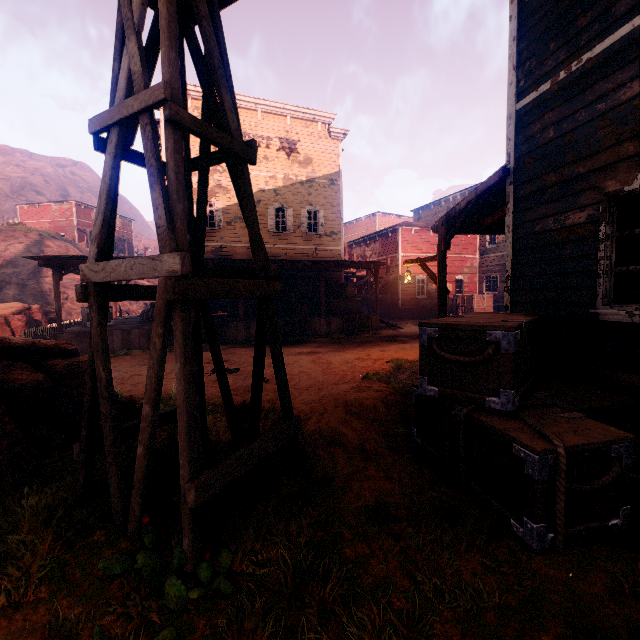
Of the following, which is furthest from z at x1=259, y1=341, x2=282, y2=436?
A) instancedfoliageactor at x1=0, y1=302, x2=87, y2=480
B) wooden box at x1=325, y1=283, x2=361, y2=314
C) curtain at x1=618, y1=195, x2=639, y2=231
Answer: curtain at x1=618, y1=195, x2=639, y2=231

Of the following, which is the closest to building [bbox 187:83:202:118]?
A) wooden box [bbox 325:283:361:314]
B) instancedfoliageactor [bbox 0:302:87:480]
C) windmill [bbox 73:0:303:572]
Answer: wooden box [bbox 325:283:361:314]

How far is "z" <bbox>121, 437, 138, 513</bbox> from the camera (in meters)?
3.33

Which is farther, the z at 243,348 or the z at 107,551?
the z at 243,348

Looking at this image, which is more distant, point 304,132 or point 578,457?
point 304,132

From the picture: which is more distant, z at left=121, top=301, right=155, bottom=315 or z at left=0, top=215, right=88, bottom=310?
z at left=121, top=301, right=155, bottom=315

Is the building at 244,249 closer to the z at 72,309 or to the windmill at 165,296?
the z at 72,309

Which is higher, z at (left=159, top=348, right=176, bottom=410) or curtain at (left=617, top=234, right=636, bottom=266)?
curtain at (left=617, top=234, right=636, bottom=266)
